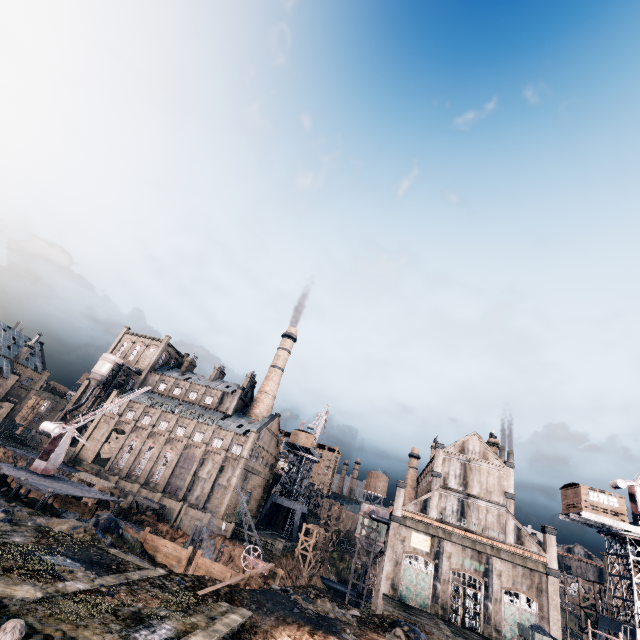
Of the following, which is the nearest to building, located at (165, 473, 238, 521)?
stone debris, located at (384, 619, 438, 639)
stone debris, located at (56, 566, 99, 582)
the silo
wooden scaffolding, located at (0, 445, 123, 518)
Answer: the silo

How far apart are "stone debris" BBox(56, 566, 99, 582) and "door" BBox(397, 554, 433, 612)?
39.14m

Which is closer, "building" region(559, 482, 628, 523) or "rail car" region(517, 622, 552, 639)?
"rail car" region(517, 622, 552, 639)

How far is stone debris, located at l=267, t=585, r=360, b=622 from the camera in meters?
23.5

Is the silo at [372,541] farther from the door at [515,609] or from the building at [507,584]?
the door at [515,609]

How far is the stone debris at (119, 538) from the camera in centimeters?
2141cm

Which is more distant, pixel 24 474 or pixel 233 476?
pixel 233 476

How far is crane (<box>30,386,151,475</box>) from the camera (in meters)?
31.16
